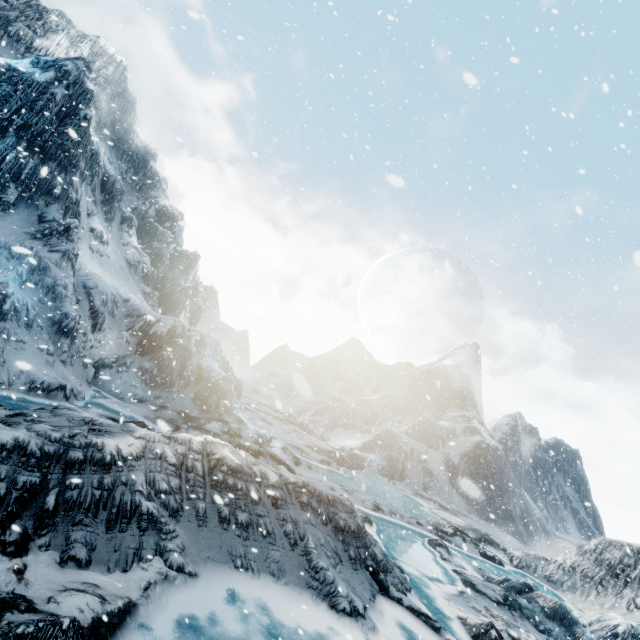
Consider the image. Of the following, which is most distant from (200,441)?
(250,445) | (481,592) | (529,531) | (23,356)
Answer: (529,531)
